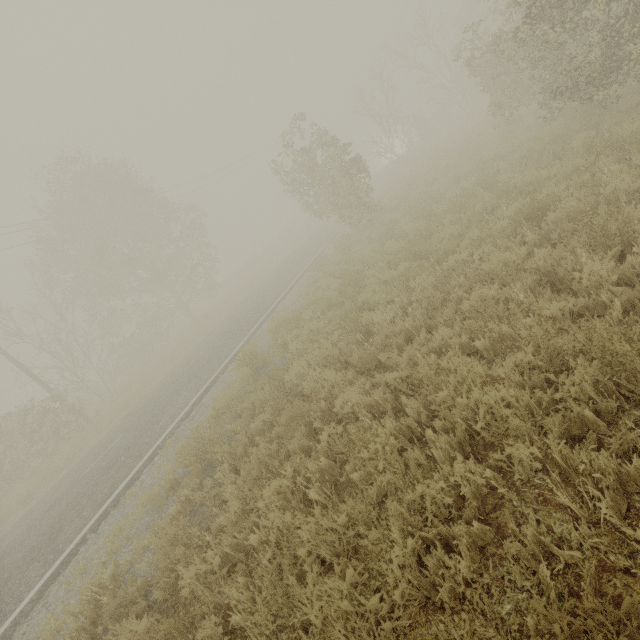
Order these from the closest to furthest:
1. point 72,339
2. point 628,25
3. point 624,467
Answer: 1. point 624,467
2. point 628,25
3. point 72,339

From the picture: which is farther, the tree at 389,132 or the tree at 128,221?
the tree at 128,221

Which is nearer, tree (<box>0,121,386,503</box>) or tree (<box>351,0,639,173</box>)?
tree (<box>351,0,639,173</box>)
